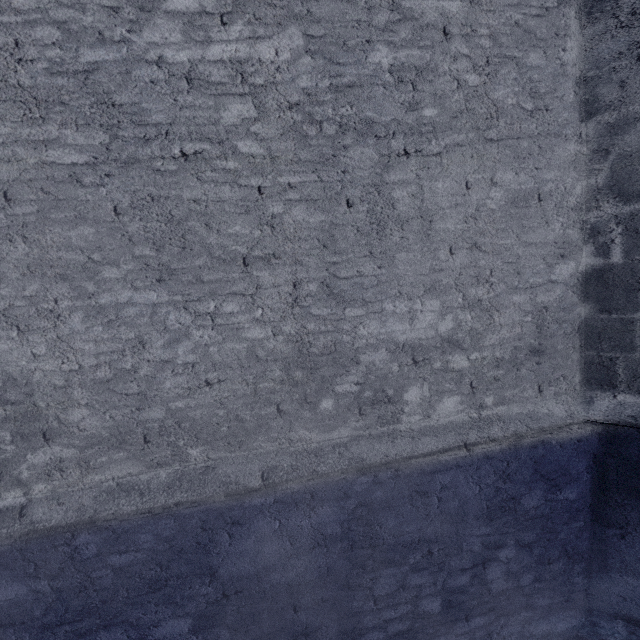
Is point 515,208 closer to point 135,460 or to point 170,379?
point 170,379
